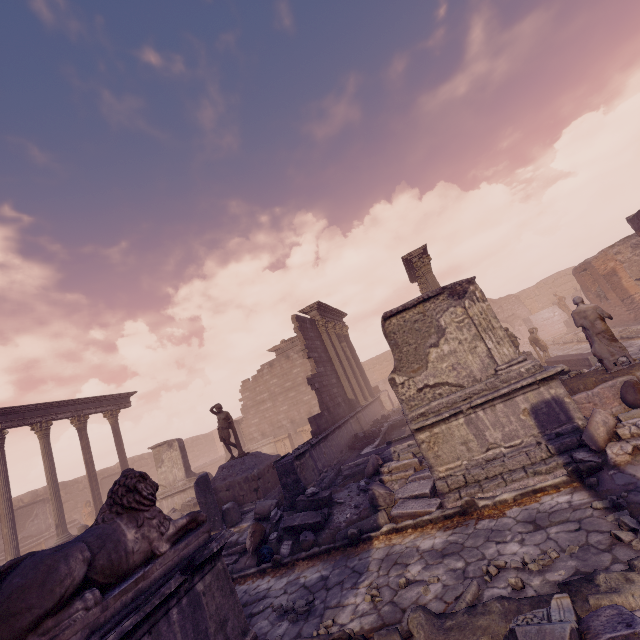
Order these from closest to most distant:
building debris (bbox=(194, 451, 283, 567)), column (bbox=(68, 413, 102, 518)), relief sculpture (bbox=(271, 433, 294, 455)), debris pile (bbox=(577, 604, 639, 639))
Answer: debris pile (bbox=(577, 604, 639, 639)) → building debris (bbox=(194, 451, 283, 567)) → column (bbox=(68, 413, 102, 518)) → relief sculpture (bbox=(271, 433, 294, 455))

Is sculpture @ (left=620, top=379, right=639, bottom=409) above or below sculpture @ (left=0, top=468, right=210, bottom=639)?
below

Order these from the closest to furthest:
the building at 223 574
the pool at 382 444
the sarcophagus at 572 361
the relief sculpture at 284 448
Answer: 1. the building at 223 574
2. the pool at 382 444
3. the sarcophagus at 572 361
4. the relief sculpture at 284 448

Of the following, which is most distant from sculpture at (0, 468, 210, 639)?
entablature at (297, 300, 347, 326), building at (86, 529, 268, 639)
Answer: entablature at (297, 300, 347, 326)

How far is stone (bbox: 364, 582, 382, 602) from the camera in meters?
4.4 m

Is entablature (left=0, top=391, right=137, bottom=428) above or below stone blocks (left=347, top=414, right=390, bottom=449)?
above

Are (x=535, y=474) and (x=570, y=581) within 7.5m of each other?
yes

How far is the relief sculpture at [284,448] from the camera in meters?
23.3 m
